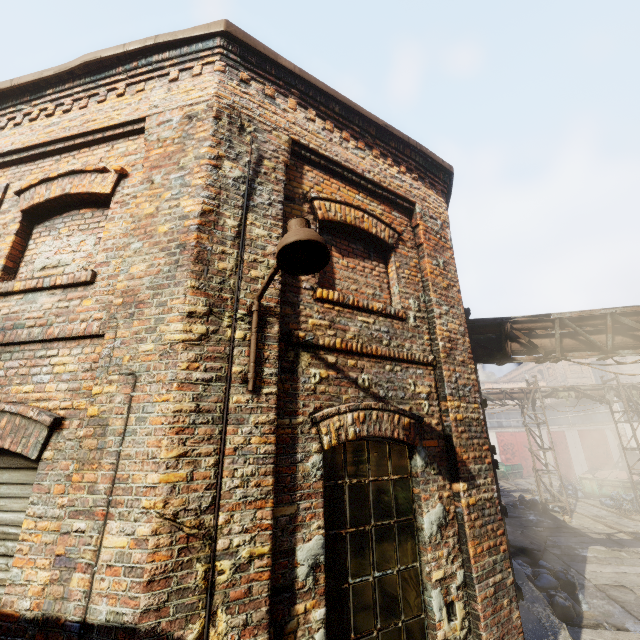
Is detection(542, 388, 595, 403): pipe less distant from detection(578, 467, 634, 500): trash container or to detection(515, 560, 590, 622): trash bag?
detection(515, 560, 590, 622): trash bag

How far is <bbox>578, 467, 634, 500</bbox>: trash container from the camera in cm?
1903

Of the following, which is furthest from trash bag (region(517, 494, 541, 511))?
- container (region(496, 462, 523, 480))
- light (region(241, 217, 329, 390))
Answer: light (region(241, 217, 329, 390))

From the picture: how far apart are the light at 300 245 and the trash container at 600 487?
25.64m

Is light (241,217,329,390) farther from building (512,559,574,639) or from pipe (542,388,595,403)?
pipe (542,388,595,403)

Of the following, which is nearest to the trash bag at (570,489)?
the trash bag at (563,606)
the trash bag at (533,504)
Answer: the trash bag at (533,504)

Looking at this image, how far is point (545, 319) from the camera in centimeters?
730cm

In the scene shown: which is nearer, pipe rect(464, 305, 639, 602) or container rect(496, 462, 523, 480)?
pipe rect(464, 305, 639, 602)
